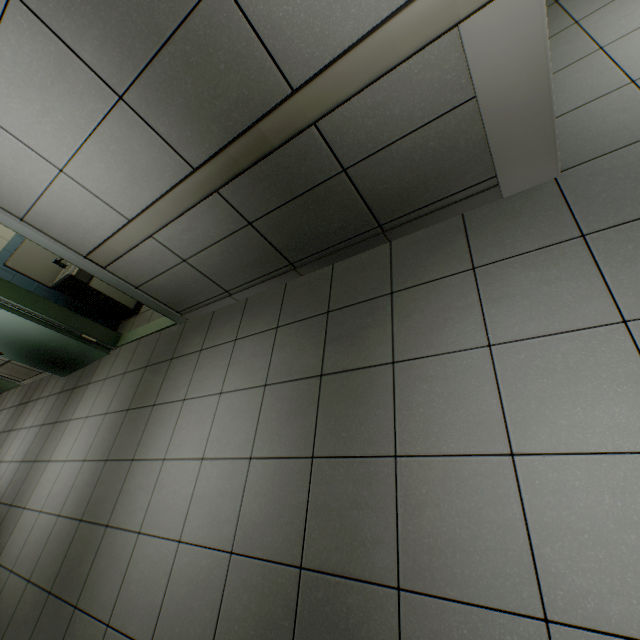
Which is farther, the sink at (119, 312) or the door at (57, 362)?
the sink at (119, 312)

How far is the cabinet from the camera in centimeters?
429cm

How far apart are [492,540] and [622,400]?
0.7 meters

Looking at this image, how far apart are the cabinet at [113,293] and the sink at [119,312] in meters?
0.0

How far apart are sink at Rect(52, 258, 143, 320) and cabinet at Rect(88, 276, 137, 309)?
0.0m

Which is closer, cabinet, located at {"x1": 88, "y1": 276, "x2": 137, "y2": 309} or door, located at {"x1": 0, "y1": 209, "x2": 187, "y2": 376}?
door, located at {"x1": 0, "y1": 209, "x2": 187, "y2": 376}

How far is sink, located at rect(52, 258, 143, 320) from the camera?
4.15m

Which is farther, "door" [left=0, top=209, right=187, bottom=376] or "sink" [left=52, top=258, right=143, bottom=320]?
"sink" [left=52, top=258, right=143, bottom=320]
